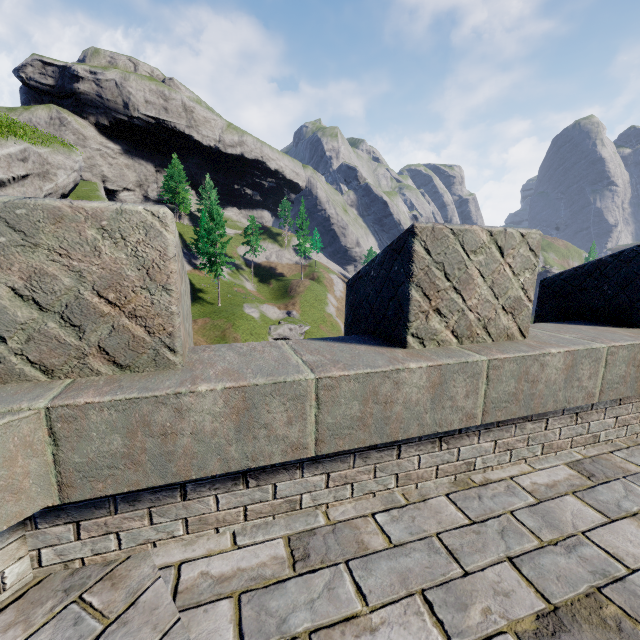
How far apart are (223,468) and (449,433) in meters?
1.7 m
